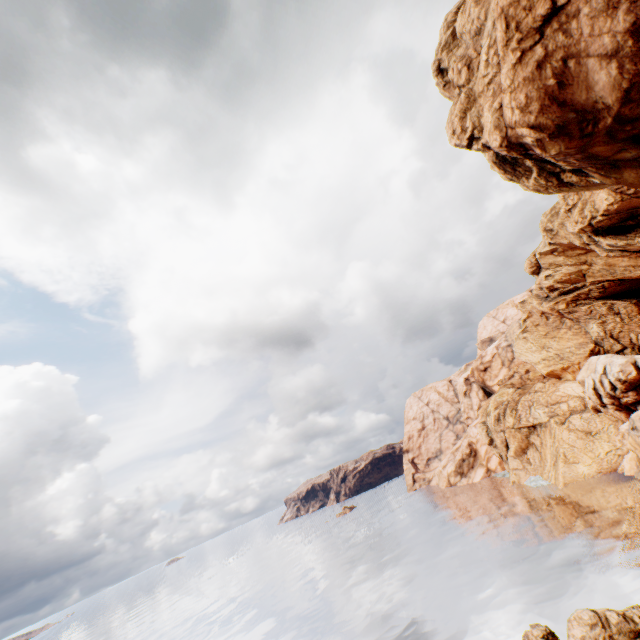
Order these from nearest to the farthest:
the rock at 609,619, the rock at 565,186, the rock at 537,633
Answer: the rock at 565,186
the rock at 609,619
the rock at 537,633

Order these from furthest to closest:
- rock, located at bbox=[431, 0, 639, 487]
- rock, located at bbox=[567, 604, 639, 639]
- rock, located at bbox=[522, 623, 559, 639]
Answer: rock, located at bbox=[522, 623, 559, 639] → rock, located at bbox=[567, 604, 639, 639] → rock, located at bbox=[431, 0, 639, 487]

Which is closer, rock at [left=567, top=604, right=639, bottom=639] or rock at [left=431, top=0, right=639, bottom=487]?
rock at [left=431, top=0, right=639, bottom=487]

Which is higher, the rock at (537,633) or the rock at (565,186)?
the rock at (565,186)

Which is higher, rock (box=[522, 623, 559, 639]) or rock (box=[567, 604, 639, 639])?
rock (box=[567, 604, 639, 639])

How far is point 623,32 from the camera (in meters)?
10.63
